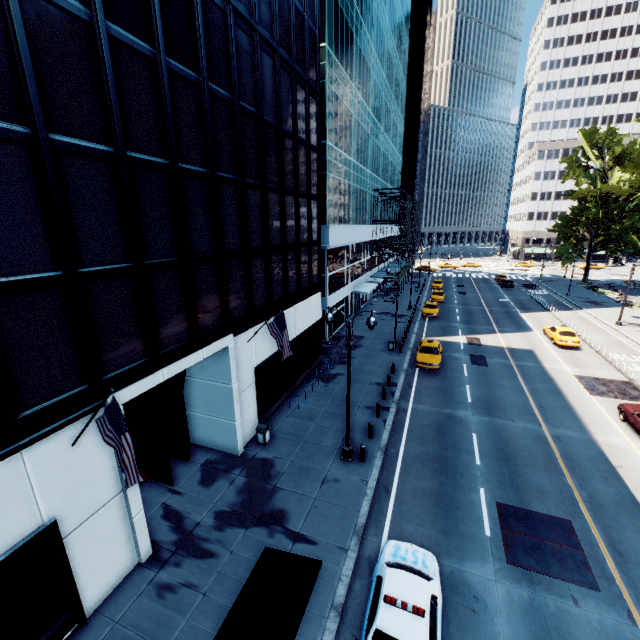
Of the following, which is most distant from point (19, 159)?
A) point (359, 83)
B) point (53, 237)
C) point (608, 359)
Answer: point (608, 359)

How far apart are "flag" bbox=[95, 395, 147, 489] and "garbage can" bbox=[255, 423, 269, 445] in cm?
856

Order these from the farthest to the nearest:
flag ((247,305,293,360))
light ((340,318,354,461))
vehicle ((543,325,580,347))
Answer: vehicle ((543,325,580,347)) < flag ((247,305,293,360)) < light ((340,318,354,461))

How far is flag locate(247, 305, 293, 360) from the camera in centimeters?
1489cm

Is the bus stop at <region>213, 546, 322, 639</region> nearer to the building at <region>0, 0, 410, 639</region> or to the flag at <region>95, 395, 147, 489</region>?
the flag at <region>95, 395, 147, 489</region>

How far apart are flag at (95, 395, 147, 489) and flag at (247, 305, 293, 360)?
8.0m

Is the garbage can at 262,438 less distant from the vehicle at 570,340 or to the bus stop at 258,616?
the bus stop at 258,616

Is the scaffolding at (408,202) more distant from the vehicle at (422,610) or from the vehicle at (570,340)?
the vehicle at (422,610)
